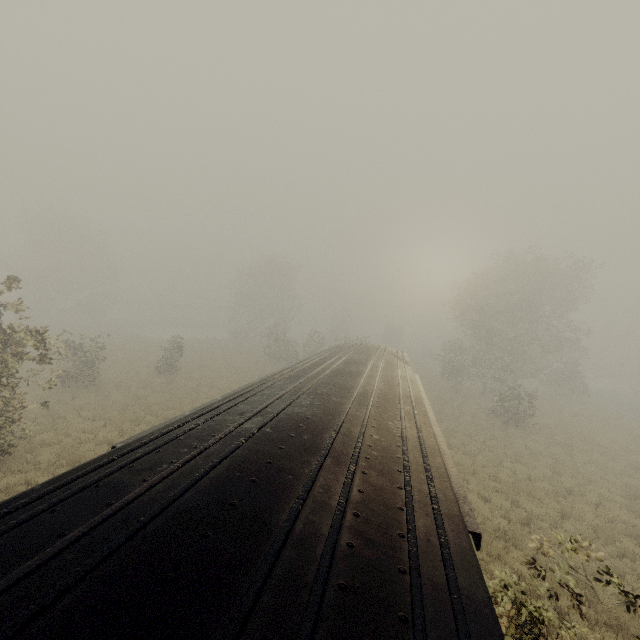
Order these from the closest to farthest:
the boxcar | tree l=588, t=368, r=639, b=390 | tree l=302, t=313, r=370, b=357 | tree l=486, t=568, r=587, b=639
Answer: the boxcar < tree l=486, t=568, r=587, b=639 < tree l=302, t=313, r=370, b=357 < tree l=588, t=368, r=639, b=390

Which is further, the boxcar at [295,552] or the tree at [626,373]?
the tree at [626,373]

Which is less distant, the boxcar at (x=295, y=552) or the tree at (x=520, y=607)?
the boxcar at (x=295, y=552)

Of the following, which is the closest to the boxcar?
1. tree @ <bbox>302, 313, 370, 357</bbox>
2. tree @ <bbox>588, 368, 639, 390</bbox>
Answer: tree @ <bbox>302, 313, 370, 357</bbox>

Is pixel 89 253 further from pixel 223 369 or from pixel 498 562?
pixel 498 562

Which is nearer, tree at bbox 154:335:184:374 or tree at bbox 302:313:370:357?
tree at bbox 154:335:184:374

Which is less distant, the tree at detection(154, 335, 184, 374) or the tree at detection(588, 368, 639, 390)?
the tree at detection(154, 335, 184, 374)

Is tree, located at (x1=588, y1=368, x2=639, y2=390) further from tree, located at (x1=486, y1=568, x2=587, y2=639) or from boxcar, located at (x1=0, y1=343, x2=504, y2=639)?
boxcar, located at (x1=0, y1=343, x2=504, y2=639)
